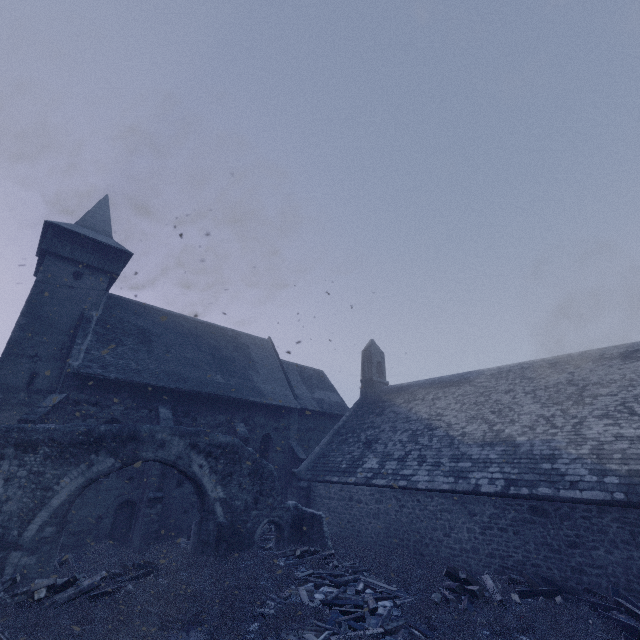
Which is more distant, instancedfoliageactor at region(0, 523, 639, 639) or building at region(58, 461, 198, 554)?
building at region(58, 461, 198, 554)

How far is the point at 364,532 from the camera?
14.98m

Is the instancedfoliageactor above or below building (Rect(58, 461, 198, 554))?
below

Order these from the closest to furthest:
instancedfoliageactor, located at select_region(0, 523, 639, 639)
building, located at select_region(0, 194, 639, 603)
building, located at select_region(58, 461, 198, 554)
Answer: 1. instancedfoliageactor, located at select_region(0, 523, 639, 639)
2. building, located at select_region(0, 194, 639, 603)
3. building, located at select_region(58, 461, 198, 554)

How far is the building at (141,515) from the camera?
13.3 meters

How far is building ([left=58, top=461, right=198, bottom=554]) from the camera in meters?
13.3 m

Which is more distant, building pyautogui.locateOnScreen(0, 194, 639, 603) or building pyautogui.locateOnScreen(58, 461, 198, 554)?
building pyautogui.locateOnScreen(58, 461, 198, 554)

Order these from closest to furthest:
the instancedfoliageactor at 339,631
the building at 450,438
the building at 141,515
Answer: the instancedfoliageactor at 339,631 → the building at 450,438 → the building at 141,515
